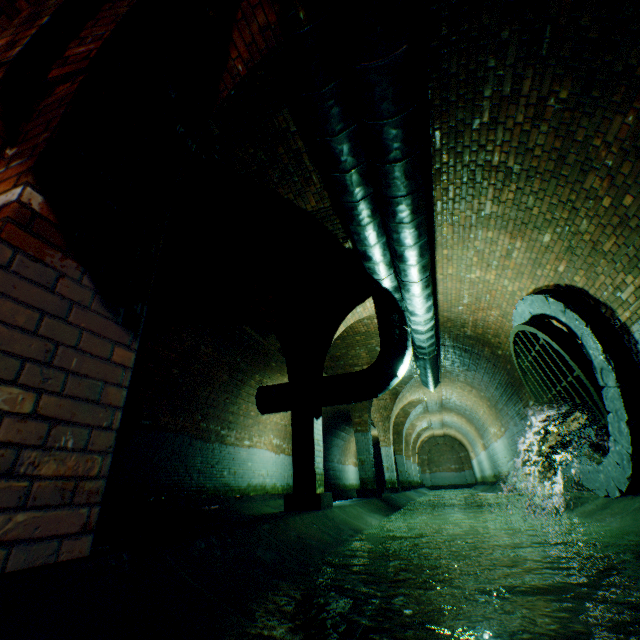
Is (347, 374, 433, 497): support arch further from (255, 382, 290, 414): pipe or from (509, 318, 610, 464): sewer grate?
(509, 318, 610, 464): sewer grate

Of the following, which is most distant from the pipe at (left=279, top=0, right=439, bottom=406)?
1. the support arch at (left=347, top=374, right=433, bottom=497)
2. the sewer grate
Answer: the sewer grate

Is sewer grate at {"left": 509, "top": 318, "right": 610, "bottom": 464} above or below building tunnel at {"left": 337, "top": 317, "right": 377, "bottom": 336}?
below

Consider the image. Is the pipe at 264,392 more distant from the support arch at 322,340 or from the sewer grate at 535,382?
the sewer grate at 535,382

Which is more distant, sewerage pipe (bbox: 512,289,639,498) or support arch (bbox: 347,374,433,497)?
support arch (bbox: 347,374,433,497)

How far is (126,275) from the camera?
1.6 meters

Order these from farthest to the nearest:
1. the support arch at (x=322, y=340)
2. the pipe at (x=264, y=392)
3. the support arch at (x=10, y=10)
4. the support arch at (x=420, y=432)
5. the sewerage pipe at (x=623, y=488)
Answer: the support arch at (x=420, y=432)
the pipe at (x=264, y=392)
the support arch at (x=322, y=340)
the sewerage pipe at (x=623, y=488)
the support arch at (x=10, y=10)

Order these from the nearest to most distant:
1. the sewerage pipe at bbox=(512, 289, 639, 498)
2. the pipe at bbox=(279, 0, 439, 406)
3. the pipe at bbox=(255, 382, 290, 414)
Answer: the pipe at bbox=(279, 0, 439, 406) → the sewerage pipe at bbox=(512, 289, 639, 498) → the pipe at bbox=(255, 382, 290, 414)
